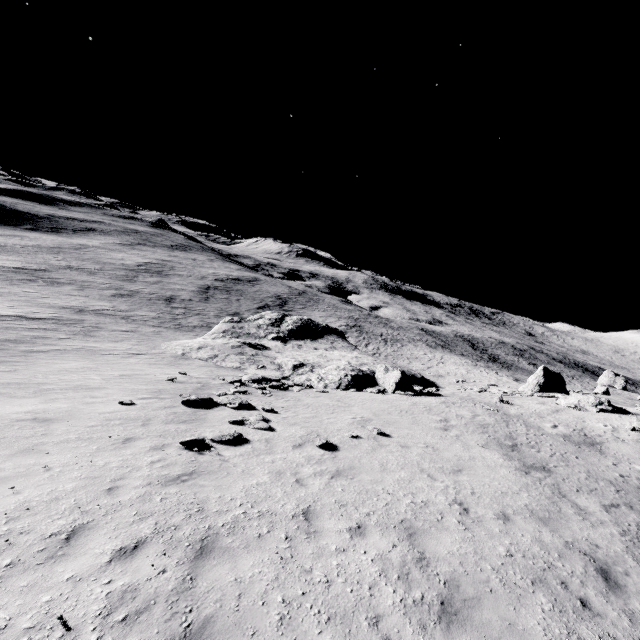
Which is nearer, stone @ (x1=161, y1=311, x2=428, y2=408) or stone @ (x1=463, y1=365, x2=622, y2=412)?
stone @ (x1=463, y1=365, x2=622, y2=412)

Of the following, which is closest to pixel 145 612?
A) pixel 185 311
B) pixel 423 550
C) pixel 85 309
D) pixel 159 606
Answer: pixel 159 606

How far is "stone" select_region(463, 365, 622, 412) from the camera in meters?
21.1

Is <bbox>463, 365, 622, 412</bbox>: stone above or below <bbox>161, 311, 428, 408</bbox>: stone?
above

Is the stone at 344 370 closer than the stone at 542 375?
No

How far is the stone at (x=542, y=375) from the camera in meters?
21.1
